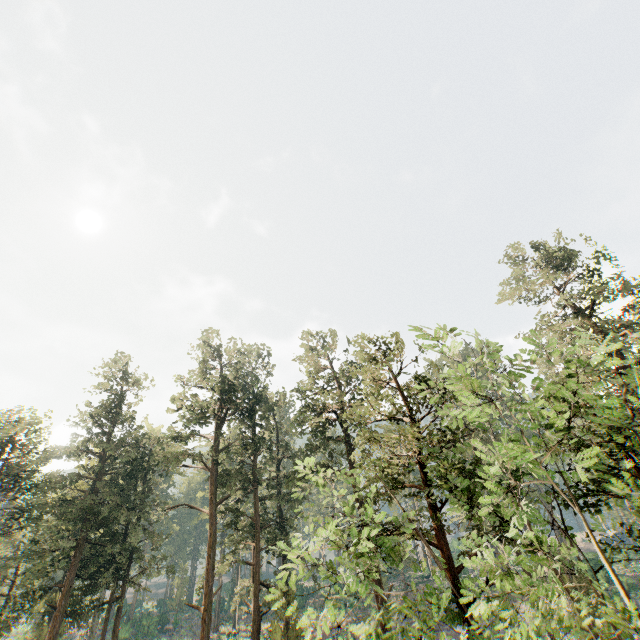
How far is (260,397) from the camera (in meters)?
37.22
